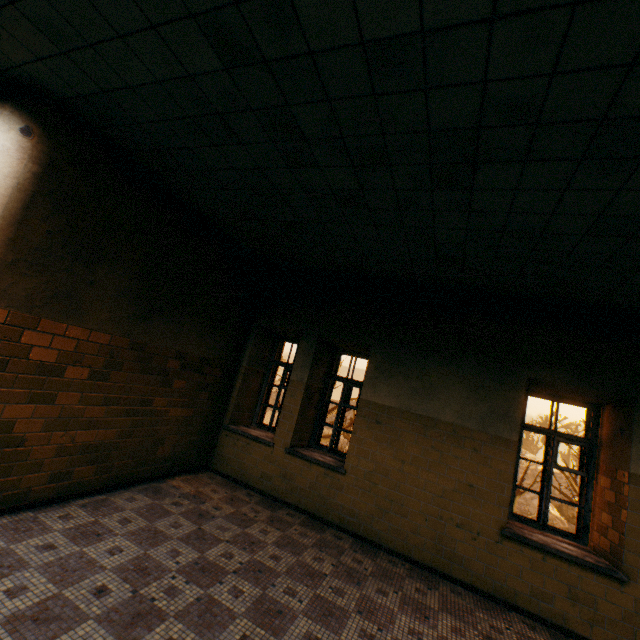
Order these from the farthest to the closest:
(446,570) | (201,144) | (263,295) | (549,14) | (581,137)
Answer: (263,295)
(446,570)
(201,144)
(581,137)
(549,14)
